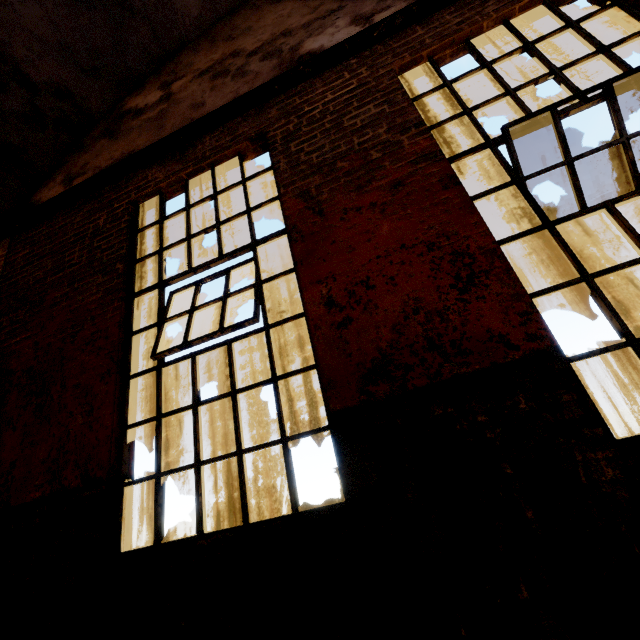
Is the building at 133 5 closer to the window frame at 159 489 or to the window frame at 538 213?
the window frame at 159 489

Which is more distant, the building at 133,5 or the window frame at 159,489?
the building at 133,5

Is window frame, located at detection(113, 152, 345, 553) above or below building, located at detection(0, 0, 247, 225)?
below

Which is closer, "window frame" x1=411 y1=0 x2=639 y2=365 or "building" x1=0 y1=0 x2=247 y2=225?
"window frame" x1=411 y1=0 x2=639 y2=365

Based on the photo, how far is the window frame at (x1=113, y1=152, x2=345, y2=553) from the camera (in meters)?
2.22

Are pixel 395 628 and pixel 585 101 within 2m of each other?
no

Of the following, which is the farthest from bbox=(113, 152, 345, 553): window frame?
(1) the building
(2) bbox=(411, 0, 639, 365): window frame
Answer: (1) the building

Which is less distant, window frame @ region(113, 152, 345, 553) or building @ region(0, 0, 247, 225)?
window frame @ region(113, 152, 345, 553)
